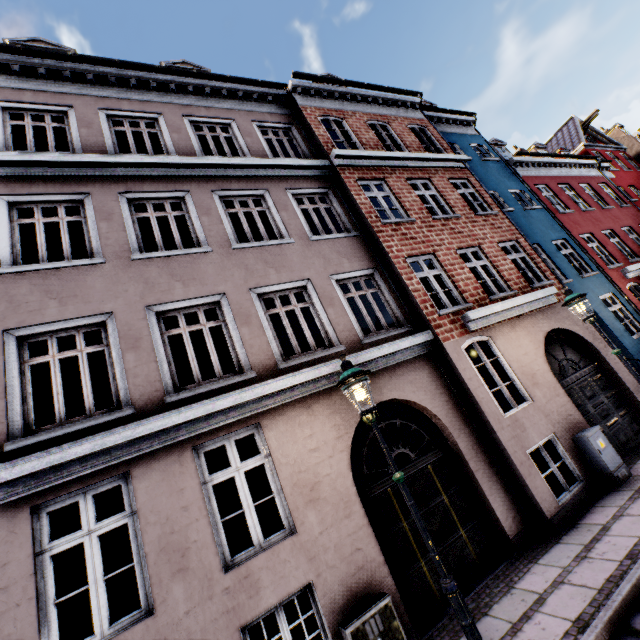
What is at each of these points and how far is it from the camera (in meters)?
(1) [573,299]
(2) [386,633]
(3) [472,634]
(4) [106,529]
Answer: (1) street light, 6.91
(2) electrical box, 4.39
(3) street light, 3.27
(4) building, 4.32

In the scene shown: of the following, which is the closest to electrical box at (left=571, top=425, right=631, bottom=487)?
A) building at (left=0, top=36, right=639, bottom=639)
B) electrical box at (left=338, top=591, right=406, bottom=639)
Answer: building at (left=0, top=36, right=639, bottom=639)

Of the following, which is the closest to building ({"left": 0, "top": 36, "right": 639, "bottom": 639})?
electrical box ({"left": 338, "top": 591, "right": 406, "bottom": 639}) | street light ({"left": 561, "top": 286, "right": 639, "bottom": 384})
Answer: electrical box ({"left": 338, "top": 591, "right": 406, "bottom": 639})

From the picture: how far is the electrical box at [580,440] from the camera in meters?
6.6 m

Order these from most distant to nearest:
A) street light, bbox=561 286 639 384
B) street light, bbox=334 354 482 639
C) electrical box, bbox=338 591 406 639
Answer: street light, bbox=561 286 639 384 < electrical box, bbox=338 591 406 639 < street light, bbox=334 354 482 639

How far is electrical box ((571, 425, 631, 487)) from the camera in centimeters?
663cm

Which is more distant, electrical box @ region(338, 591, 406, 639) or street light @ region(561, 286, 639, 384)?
street light @ region(561, 286, 639, 384)

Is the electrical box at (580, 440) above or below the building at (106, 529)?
below
